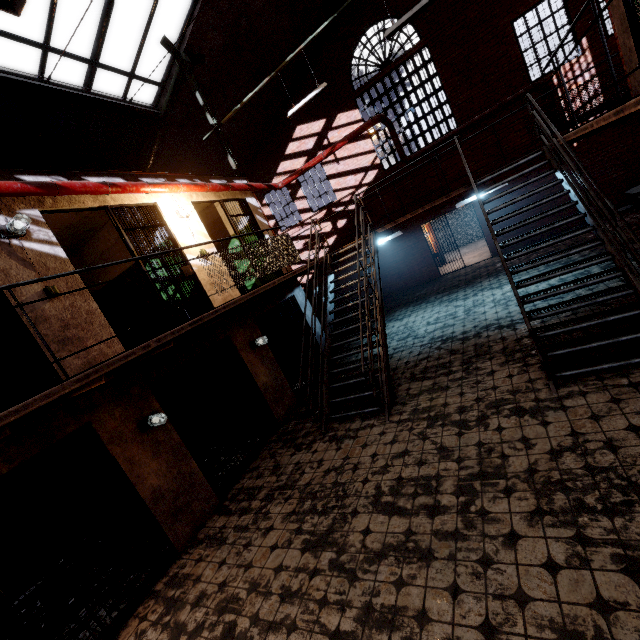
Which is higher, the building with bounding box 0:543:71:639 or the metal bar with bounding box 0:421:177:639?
the metal bar with bounding box 0:421:177:639

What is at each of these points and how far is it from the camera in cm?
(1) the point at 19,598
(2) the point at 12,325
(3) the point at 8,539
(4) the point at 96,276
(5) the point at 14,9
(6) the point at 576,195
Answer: (1) building, 566
(2) metal bar, 401
(3) building, 583
(4) building, 826
(5) ceiling light, 312
(6) stair, 539

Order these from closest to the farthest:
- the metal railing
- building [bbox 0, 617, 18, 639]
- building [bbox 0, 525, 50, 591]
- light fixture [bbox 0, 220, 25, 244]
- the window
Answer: the metal railing
light fixture [bbox 0, 220, 25, 244]
building [bbox 0, 617, 18, 639]
building [bbox 0, 525, 50, 591]
the window

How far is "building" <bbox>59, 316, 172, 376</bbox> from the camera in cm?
441

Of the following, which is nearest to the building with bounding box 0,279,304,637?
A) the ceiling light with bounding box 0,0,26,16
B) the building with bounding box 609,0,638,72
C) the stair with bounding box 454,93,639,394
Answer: the ceiling light with bounding box 0,0,26,16

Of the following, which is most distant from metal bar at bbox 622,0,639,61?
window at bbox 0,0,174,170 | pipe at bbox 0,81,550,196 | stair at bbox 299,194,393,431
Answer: stair at bbox 299,194,393,431

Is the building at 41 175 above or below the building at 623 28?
above

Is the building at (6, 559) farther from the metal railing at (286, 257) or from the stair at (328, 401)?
the stair at (328, 401)
